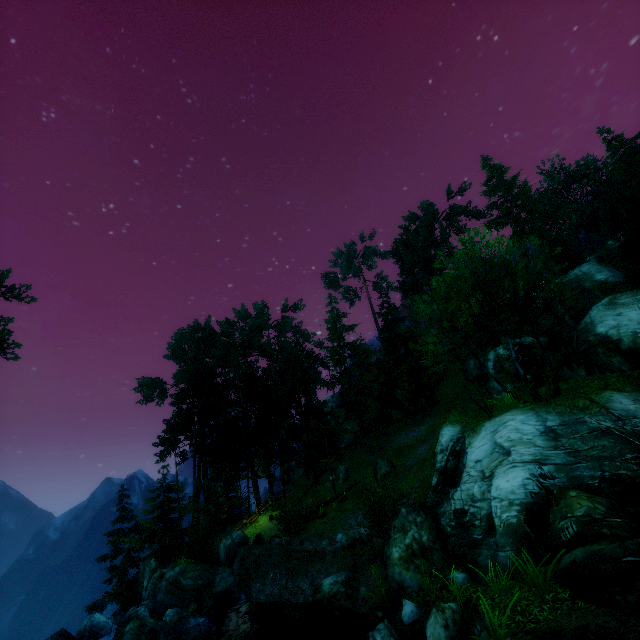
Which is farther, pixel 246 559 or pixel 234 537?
pixel 234 537

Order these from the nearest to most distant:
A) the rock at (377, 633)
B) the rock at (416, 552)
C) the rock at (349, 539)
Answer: the rock at (377, 633) < the rock at (416, 552) < the rock at (349, 539)

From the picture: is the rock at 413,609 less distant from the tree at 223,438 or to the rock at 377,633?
the rock at 377,633

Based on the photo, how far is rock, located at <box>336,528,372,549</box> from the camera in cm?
1664

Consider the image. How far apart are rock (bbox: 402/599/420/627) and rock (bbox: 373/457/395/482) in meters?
14.8 m

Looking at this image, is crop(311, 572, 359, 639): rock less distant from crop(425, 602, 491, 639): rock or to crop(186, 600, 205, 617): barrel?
crop(425, 602, 491, 639): rock

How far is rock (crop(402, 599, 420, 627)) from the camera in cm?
980

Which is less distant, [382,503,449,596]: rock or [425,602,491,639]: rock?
[425,602,491,639]: rock
